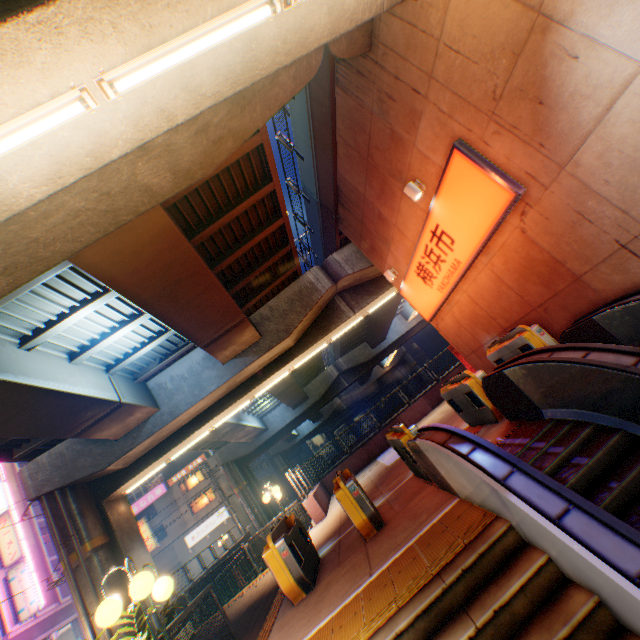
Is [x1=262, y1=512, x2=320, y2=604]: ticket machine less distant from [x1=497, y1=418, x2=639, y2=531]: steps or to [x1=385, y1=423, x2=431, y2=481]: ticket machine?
[x1=385, y1=423, x2=431, y2=481]: ticket machine

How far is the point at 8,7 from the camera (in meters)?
2.90

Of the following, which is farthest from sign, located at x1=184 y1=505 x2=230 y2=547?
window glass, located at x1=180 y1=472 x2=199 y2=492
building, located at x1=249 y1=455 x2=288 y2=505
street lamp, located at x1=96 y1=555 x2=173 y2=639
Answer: street lamp, located at x1=96 y1=555 x2=173 y2=639

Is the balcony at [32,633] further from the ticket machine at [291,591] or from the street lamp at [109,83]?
the street lamp at [109,83]

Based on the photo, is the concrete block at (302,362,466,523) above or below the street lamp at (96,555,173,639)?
below

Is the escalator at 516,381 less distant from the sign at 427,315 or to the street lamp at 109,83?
the sign at 427,315

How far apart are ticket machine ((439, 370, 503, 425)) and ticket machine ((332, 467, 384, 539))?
3.1 meters

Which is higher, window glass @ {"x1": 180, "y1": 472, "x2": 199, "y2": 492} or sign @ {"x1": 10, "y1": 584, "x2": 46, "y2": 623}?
window glass @ {"x1": 180, "y1": 472, "x2": 199, "y2": 492}
